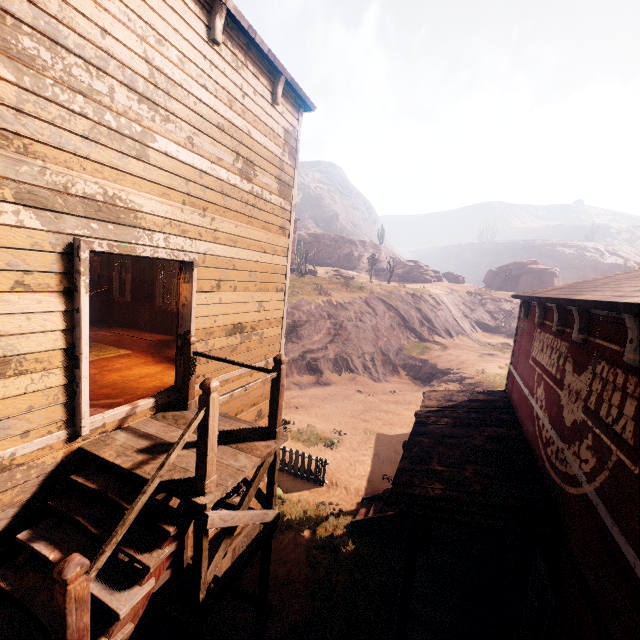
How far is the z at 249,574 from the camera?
7.3 meters

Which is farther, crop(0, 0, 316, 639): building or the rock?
the rock

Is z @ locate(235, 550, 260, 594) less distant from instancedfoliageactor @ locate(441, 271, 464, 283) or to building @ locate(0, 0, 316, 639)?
building @ locate(0, 0, 316, 639)

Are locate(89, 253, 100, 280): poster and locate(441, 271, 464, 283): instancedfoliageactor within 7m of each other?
no

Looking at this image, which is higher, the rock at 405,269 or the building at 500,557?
the rock at 405,269

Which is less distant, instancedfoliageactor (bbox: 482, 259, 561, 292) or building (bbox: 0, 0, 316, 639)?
building (bbox: 0, 0, 316, 639)

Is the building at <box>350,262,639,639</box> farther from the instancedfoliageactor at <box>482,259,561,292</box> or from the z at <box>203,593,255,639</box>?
the instancedfoliageactor at <box>482,259,561,292</box>

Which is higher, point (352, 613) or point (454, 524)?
point (454, 524)
